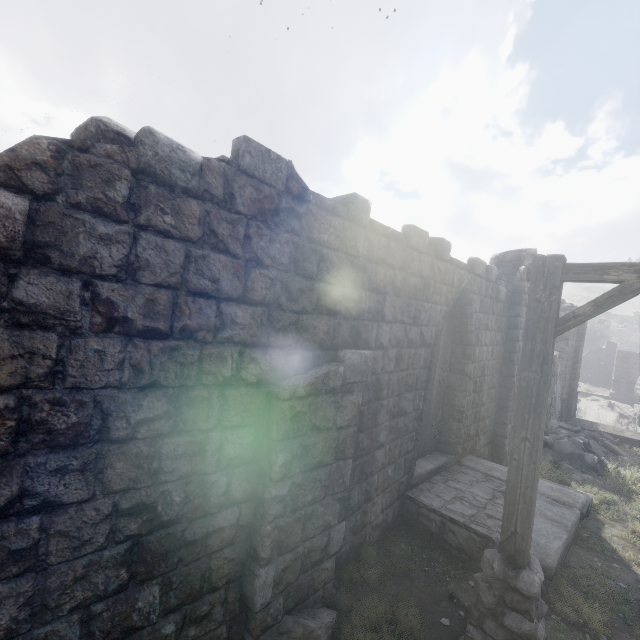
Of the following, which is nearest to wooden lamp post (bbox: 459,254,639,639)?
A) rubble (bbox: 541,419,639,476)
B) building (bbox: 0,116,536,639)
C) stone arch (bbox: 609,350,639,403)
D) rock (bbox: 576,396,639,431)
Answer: building (bbox: 0,116,536,639)

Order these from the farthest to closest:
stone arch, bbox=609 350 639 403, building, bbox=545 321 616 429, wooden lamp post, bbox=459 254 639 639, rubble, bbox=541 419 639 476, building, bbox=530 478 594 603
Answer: stone arch, bbox=609 350 639 403 < building, bbox=545 321 616 429 < rubble, bbox=541 419 639 476 < building, bbox=530 478 594 603 < wooden lamp post, bbox=459 254 639 639

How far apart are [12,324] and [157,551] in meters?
2.2

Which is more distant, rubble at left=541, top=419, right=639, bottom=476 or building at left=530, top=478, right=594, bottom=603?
rubble at left=541, top=419, right=639, bottom=476

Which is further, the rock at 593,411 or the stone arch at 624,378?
the stone arch at 624,378

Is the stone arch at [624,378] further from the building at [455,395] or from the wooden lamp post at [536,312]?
the wooden lamp post at [536,312]

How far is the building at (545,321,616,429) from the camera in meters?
14.3 m
